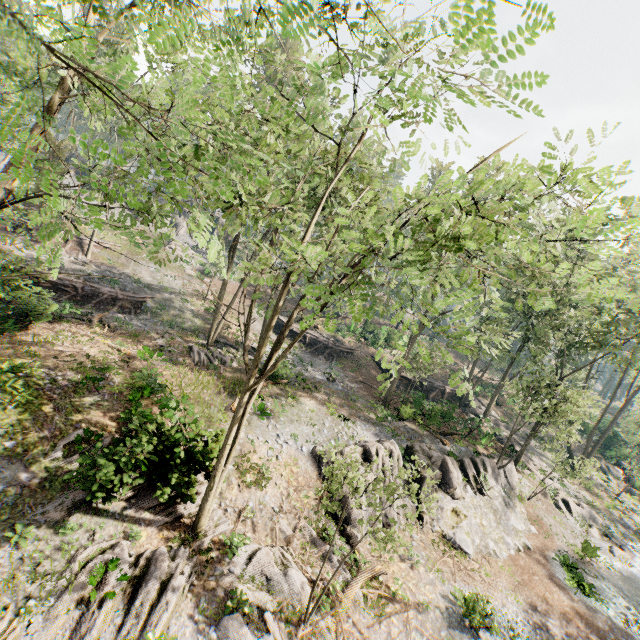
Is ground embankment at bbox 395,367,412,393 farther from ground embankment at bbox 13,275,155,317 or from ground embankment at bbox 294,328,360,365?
ground embankment at bbox 13,275,155,317

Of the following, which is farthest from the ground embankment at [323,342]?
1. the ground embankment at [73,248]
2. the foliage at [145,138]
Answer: the ground embankment at [73,248]

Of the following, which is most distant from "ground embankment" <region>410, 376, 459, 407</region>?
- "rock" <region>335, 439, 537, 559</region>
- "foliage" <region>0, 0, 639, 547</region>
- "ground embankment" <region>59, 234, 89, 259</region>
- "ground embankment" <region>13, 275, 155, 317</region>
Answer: "ground embankment" <region>59, 234, 89, 259</region>

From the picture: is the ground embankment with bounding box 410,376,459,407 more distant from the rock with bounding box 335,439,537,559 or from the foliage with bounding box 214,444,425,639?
the rock with bounding box 335,439,537,559

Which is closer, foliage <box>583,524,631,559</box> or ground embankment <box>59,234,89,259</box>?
foliage <box>583,524,631,559</box>

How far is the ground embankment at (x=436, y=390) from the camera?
28.38m

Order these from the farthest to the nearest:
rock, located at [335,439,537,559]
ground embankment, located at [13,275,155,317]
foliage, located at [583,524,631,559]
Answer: foliage, located at [583,524,631,559] → ground embankment, located at [13,275,155,317] → rock, located at [335,439,537,559]

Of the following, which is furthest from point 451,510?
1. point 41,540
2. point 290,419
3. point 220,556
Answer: point 41,540
